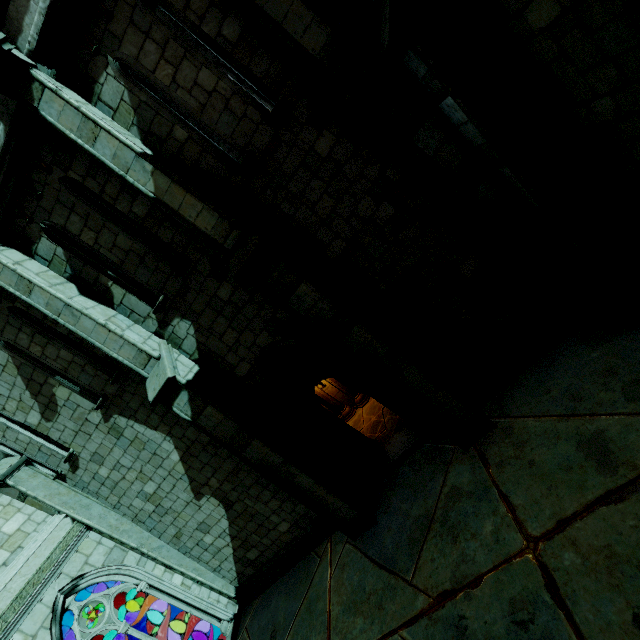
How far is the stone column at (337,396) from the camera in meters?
10.2 m

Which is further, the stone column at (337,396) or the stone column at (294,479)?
the stone column at (337,396)

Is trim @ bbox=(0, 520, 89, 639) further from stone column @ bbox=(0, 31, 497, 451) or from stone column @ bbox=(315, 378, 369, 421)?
stone column @ bbox=(0, 31, 497, 451)

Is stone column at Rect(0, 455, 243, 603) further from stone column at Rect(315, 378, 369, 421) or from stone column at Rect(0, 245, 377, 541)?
stone column at Rect(315, 378, 369, 421)

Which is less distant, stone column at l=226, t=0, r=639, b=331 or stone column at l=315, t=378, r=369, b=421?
stone column at l=226, t=0, r=639, b=331

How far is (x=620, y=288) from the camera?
4.54m

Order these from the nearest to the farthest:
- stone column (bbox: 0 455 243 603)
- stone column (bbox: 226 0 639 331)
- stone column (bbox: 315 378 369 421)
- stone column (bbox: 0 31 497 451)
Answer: stone column (bbox: 226 0 639 331) → stone column (bbox: 0 31 497 451) → stone column (bbox: 0 455 243 603) → stone column (bbox: 315 378 369 421)

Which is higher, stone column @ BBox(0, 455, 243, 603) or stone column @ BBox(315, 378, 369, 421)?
stone column @ BBox(0, 455, 243, 603)
